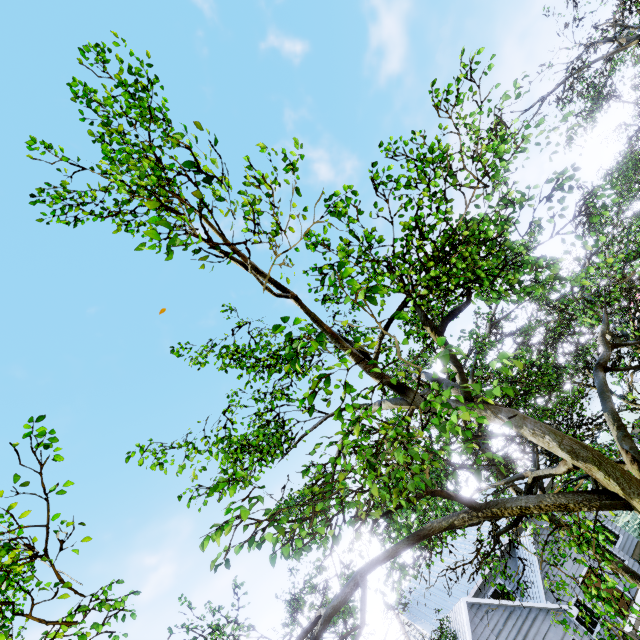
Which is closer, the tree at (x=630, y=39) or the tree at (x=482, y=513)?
the tree at (x=482, y=513)

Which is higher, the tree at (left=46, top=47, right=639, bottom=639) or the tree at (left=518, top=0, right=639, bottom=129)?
the tree at (left=518, top=0, right=639, bottom=129)

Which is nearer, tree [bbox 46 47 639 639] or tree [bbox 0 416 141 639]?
tree [bbox 46 47 639 639]

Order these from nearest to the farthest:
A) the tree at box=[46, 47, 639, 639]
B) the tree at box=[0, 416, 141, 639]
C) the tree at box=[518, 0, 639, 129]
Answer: the tree at box=[46, 47, 639, 639], the tree at box=[0, 416, 141, 639], the tree at box=[518, 0, 639, 129]

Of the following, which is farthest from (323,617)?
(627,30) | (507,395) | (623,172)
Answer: (627,30)

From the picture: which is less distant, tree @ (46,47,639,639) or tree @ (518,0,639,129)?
tree @ (46,47,639,639)

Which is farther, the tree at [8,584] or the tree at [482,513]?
the tree at [8,584]
